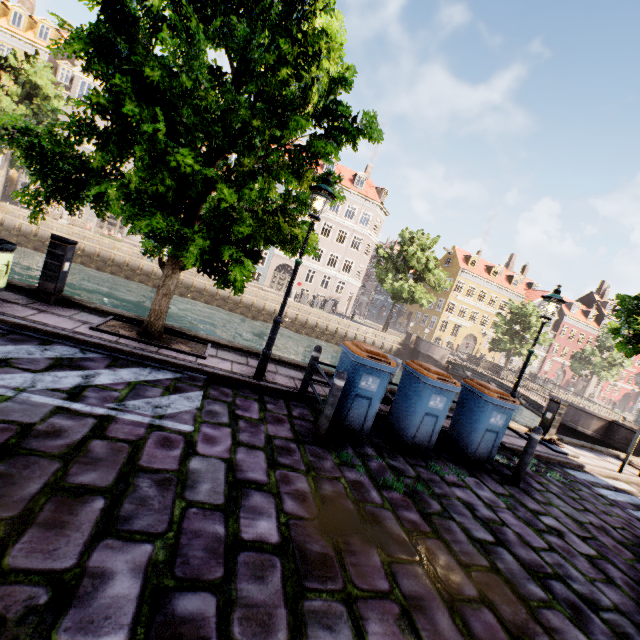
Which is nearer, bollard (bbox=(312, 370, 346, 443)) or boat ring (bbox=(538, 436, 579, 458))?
bollard (bbox=(312, 370, 346, 443))

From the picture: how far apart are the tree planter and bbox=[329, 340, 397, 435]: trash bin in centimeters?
238cm

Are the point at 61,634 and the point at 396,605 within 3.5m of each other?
yes

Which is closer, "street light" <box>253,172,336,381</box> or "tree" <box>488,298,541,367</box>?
"street light" <box>253,172,336,381</box>

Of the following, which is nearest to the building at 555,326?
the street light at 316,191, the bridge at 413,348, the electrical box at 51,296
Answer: the street light at 316,191

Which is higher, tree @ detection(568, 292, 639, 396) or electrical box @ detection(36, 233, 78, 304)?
tree @ detection(568, 292, 639, 396)

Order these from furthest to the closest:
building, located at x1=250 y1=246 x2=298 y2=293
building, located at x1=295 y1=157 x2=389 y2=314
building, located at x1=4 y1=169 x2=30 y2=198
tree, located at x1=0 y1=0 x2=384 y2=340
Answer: building, located at x1=295 y1=157 x2=389 y2=314, building, located at x1=250 y1=246 x2=298 y2=293, building, located at x1=4 y1=169 x2=30 y2=198, tree, located at x1=0 y1=0 x2=384 y2=340

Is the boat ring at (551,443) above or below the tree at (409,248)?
below
